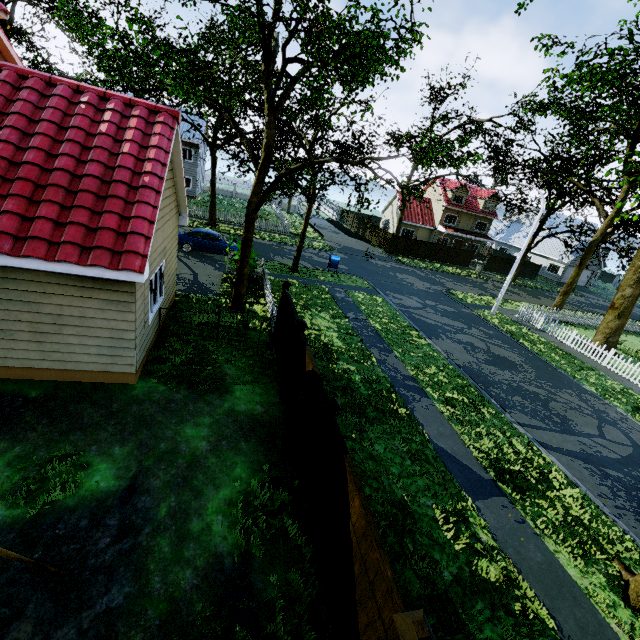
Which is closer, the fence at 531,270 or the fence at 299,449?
the fence at 299,449

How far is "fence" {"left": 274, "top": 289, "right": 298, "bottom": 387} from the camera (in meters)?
9.08

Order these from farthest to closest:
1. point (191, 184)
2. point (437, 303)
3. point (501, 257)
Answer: point (501, 257) < point (191, 184) < point (437, 303)

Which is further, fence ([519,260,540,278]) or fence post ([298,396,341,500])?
fence ([519,260,540,278])

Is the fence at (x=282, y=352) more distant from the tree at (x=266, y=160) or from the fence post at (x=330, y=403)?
the tree at (x=266, y=160)

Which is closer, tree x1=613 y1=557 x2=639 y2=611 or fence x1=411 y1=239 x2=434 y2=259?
tree x1=613 y1=557 x2=639 y2=611

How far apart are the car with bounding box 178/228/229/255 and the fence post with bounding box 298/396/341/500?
17.1 meters
